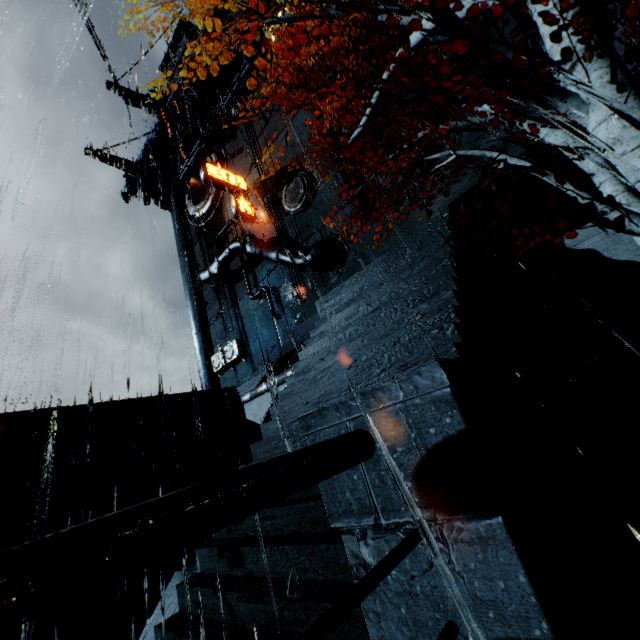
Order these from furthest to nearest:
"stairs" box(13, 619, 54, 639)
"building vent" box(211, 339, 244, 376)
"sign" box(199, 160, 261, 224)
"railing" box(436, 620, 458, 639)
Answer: "building vent" box(211, 339, 244, 376) → "sign" box(199, 160, 261, 224) → "stairs" box(13, 619, 54, 639) → "railing" box(436, 620, 458, 639)

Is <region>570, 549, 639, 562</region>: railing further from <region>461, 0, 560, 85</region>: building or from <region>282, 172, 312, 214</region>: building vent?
<region>282, 172, 312, 214</region>: building vent

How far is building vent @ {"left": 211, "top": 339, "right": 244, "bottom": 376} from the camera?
27.0 meters

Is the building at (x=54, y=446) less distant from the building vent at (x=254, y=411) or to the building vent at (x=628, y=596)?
the building vent at (x=254, y=411)

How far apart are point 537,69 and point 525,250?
3.94m

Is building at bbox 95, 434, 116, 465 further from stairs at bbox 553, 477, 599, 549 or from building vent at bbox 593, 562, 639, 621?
building vent at bbox 593, 562, 639, 621

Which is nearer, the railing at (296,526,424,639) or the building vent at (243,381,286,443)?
the railing at (296,526,424,639)

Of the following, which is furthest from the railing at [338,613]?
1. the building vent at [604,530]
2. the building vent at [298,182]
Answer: the building vent at [298,182]
